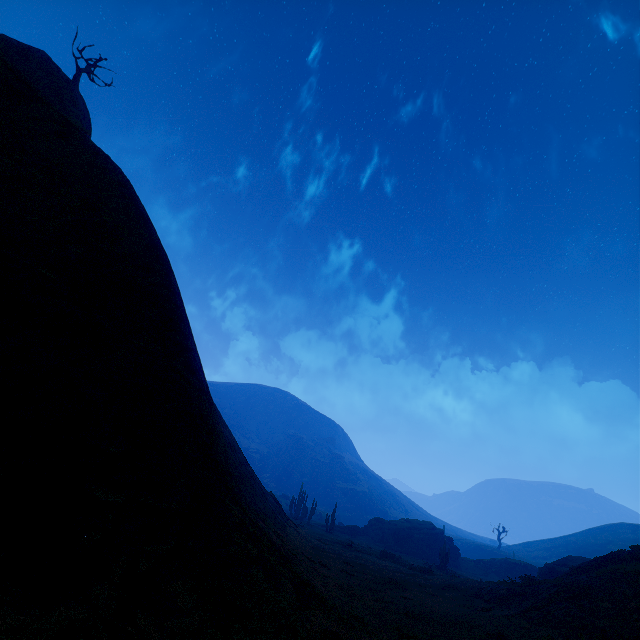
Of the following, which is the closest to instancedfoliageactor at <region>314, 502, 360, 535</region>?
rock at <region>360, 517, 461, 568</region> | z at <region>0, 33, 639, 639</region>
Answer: z at <region>0, 33, 639, 639</region>

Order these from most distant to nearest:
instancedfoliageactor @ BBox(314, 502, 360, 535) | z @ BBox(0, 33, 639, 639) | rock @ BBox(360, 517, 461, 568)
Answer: rock @ BBox(360, 517, 461, 568) → instancedfoliageactor @ BBox(314, 502, 360, 535) → z @ BBox(0, 33, 639, 639)

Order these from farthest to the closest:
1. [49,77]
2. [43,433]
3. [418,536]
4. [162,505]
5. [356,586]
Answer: [418,536]
[49,77]
[356,586]
[162,505]
[43,433]

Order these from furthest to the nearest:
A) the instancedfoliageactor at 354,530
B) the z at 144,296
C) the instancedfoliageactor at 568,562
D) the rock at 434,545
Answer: the rock at 434,545, the instancedfoliageactor at 354,530, the instancedfoliageactor at 568,562, the z at 144,296

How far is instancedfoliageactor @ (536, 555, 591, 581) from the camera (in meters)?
27.94

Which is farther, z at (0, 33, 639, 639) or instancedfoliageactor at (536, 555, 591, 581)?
instancedfoliageactor at (536, 555, 591, 581)

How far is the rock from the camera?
47.0 meters

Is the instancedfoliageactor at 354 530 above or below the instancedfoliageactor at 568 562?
below
